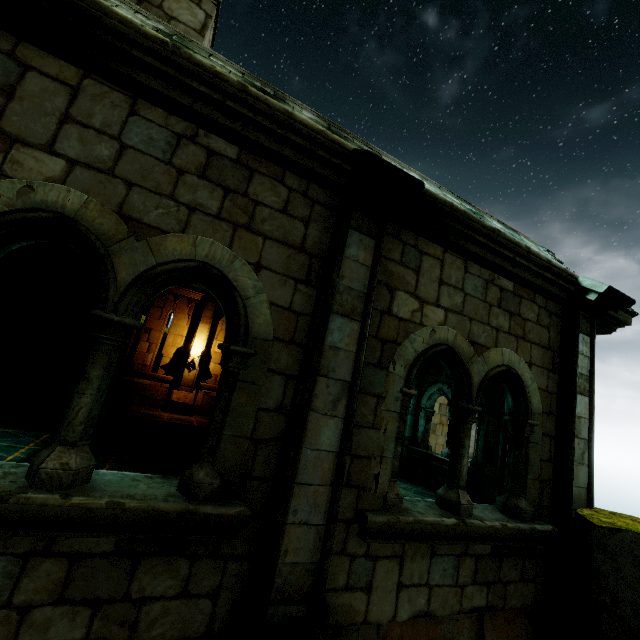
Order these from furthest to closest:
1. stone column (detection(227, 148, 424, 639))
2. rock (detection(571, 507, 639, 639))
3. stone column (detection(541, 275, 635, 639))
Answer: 1. stone column (detection(541, 275, 635, 639))
2. rock (detection(571, 507, 639, 639))
3. stone column (detection(227, 148, 424, 639))

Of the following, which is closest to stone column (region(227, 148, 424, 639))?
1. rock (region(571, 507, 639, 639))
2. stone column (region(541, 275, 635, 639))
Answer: rock (region(571, 507, 639, 639))

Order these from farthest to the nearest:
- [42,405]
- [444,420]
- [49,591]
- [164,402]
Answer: [444,420], [164,402], [42,405], [49,591]

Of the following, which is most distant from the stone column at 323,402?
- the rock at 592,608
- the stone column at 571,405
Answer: the stone column at 571,405

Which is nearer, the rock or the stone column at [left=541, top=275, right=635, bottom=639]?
the rock

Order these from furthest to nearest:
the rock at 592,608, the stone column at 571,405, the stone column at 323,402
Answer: the stone column at 571,405
the rock at 592,608
the stone column at 323,402

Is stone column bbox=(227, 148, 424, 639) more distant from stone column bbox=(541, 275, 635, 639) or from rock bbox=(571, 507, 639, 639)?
stone column bbox=(541, 275, 635, 639)
